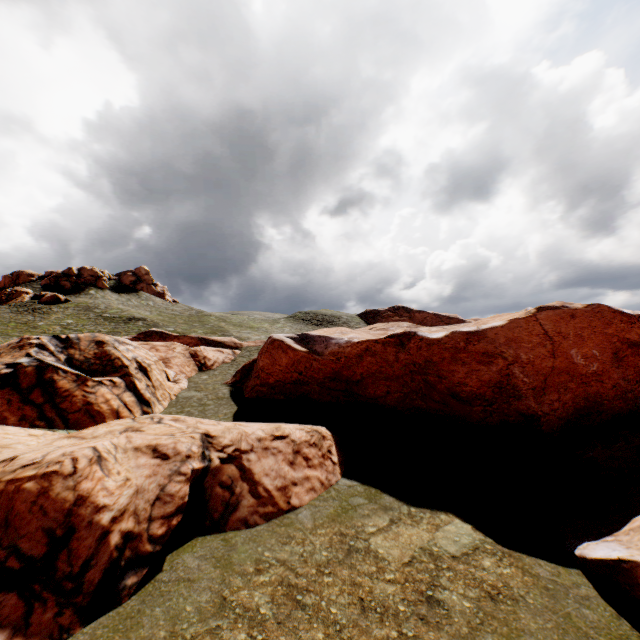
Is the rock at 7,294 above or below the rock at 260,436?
above

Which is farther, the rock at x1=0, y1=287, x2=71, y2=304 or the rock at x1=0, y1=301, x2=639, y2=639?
the rock at x1=0, y1=287, x2=71, y2=304

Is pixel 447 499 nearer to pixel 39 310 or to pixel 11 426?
pixel 11 426

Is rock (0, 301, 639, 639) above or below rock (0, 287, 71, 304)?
below

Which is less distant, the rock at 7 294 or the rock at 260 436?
the rock at 260 436
